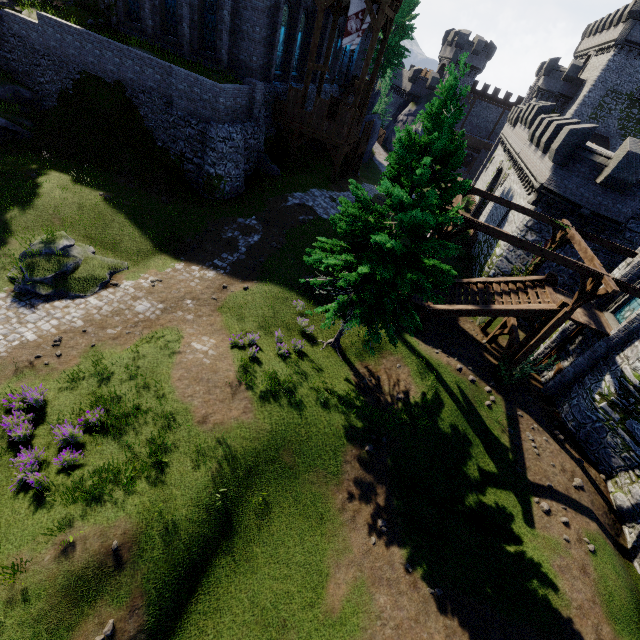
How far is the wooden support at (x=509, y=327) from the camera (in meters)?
16.80

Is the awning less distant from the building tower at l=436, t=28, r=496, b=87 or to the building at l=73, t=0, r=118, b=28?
the building tower at l=436, t=28, r=496, b=87

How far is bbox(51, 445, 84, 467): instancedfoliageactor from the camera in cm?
888

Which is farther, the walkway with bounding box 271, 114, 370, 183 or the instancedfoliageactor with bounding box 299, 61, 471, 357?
the walkway with bounding box 271, 114, 370, 183

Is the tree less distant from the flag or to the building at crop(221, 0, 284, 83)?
the building at crop(221, 0, 284, 83)

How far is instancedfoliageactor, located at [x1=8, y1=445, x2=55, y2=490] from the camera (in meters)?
8.31

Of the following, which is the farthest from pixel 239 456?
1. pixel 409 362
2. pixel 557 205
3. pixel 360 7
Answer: pixel 360 7

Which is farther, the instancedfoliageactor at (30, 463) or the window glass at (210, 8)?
the window glass at (210, 8)
